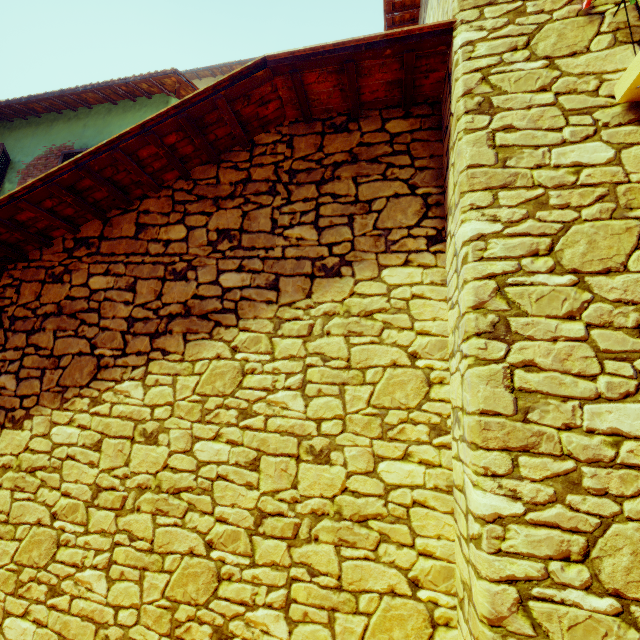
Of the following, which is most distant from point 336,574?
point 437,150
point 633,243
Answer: point 437,150
